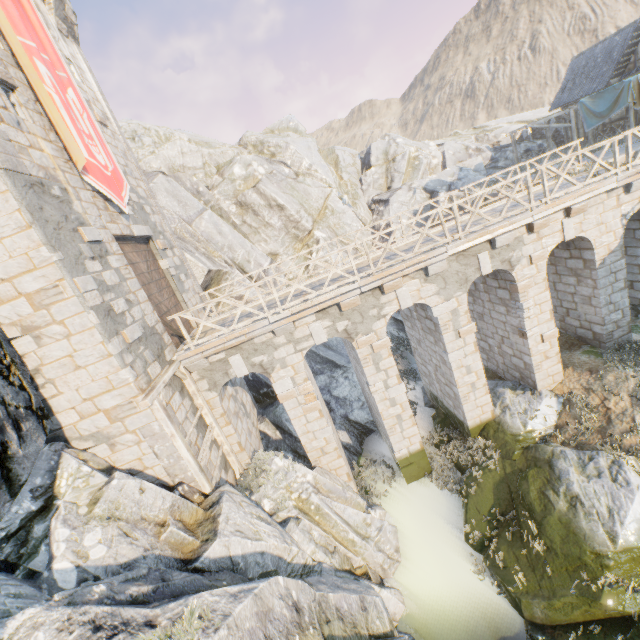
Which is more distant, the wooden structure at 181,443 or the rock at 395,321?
the rock at 395,321

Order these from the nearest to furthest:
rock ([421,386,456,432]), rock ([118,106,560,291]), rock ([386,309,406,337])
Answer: rock ([421,386,456,432]) → rock ([118,106,560,291]) → rock ([386,309,406,337])

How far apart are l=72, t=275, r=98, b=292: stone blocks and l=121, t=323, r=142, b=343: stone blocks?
1.1m

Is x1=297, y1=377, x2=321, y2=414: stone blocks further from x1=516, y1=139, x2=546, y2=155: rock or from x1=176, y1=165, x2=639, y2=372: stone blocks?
x1=516, y1=139, x2=546, y2=155: rock

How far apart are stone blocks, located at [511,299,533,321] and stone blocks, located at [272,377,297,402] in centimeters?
776cm

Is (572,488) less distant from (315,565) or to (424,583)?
(424,583)

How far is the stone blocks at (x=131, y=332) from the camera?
7.8 meters

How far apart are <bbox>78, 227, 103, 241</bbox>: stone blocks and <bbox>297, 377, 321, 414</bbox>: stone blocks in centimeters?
639cm
